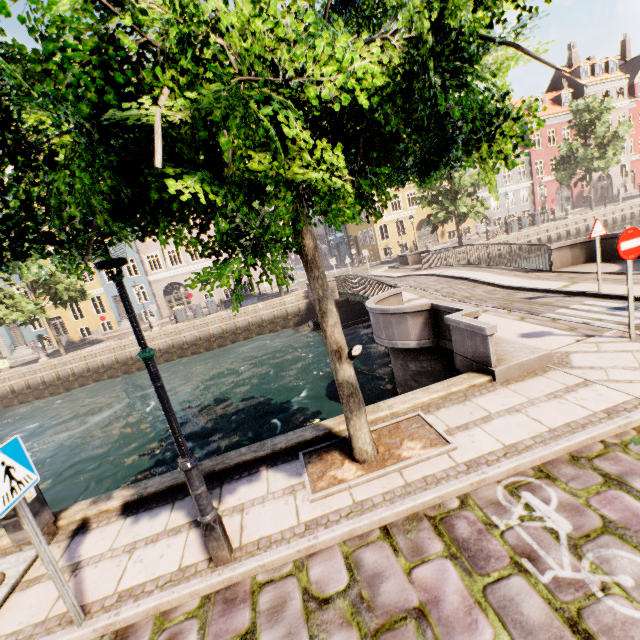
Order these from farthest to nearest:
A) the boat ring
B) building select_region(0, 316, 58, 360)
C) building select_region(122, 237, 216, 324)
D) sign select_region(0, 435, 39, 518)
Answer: building select_region(122, 237, 216, 324)
building select_region(0, 316, 58, 360)
the boat ring
sign select_region(0, 435, 39, 518)

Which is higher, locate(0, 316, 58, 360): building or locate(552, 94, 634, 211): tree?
locate(552, 94, 634, 211): tree

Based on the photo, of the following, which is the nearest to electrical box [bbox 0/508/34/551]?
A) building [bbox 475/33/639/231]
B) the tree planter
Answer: the tree planter

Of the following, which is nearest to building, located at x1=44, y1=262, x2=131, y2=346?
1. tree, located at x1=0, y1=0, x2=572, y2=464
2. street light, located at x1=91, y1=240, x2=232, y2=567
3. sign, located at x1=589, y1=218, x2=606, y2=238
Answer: street light, located at x1=91, y1=240, x2=232, y2=567

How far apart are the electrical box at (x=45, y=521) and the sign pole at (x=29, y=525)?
1.7m

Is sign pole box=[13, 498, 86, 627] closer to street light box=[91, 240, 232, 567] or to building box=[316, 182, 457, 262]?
street light box=[91, 240, 232, 567]

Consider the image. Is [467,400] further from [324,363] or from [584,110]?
[584,110]

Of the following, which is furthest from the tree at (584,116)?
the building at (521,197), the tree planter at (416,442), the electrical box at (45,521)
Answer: the building at (521,197)
